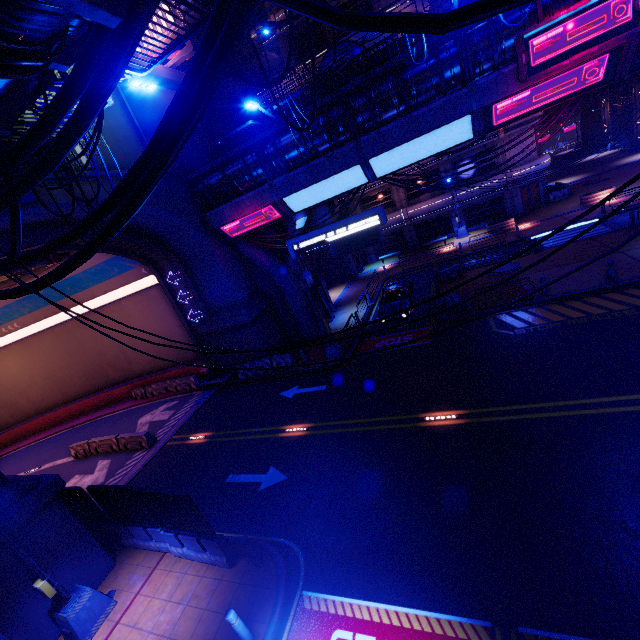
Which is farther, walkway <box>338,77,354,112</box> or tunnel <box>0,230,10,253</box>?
walkway <box>338,77,354,112</box>

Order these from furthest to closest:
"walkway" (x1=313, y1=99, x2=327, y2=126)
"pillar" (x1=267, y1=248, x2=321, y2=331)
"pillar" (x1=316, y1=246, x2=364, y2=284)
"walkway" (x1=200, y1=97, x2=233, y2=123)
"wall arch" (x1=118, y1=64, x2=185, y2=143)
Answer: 1. "pillar" (x1=316, y1=246, x2=364, y2=284)
2. "walkway" (x1=200, y1=97, x2=233, y2=123)
3. "pillar" (x1=267, y1=248, x2=321, y2=331)
4. "wall arch" (x1=118, y1=64, x2=185, y2=143)
5. "walkway" (x1=313, y1=99, x2=327, y2=126)

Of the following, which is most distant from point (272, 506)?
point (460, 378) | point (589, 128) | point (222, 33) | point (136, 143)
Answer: point (589, 128)

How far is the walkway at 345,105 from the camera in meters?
14.1 m

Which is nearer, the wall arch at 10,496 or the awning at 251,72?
the wall arch at 10,496

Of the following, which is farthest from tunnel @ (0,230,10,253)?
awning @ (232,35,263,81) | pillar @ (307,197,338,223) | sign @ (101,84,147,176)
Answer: awning @ (232,35,263,81)

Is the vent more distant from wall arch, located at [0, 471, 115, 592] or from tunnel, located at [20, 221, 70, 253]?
wall arch, located at [0, 471, 115, 592]

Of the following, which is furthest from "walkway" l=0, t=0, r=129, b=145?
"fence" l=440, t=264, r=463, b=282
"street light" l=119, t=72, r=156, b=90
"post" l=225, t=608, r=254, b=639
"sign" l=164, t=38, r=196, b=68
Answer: "fence" l=440, t=264, r=463, b=282
